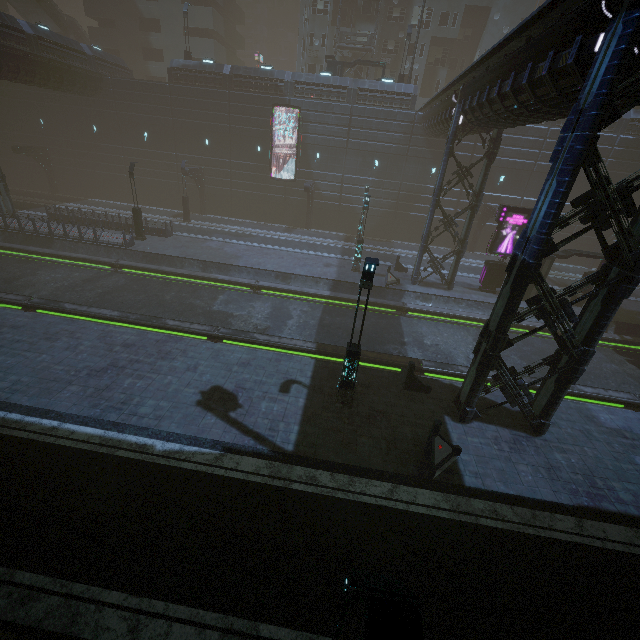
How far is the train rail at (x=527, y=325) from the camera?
20.4 meters

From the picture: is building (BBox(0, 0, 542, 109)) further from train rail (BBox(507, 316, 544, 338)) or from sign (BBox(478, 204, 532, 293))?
sign (BBox(478, 204, 532, 293))

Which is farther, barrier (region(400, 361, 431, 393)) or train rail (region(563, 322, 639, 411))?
train rail (region(563, 322, 639, 411))

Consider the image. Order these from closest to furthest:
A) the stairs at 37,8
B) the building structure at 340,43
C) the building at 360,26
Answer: the building structure at 340,43, the building at 360,26, the stairs at 37,8

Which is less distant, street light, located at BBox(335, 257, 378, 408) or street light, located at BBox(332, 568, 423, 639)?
street light, located at BBox(332, 568, 423, 639)

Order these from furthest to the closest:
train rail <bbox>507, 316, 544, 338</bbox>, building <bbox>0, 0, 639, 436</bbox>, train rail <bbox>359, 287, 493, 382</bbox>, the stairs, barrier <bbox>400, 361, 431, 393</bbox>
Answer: the stairs → train rail <bbox>507, 316, 544, 338</bbox> → train rail <bbox>359, 287, 493, 382</bbox> → barrier <bbox>400, 361, 431, 393</bbox> → building <bbox>0, 0, 639, 436</bbox>

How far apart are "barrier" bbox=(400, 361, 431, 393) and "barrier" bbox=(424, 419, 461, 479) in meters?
2.8

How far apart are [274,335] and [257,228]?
20.7m
